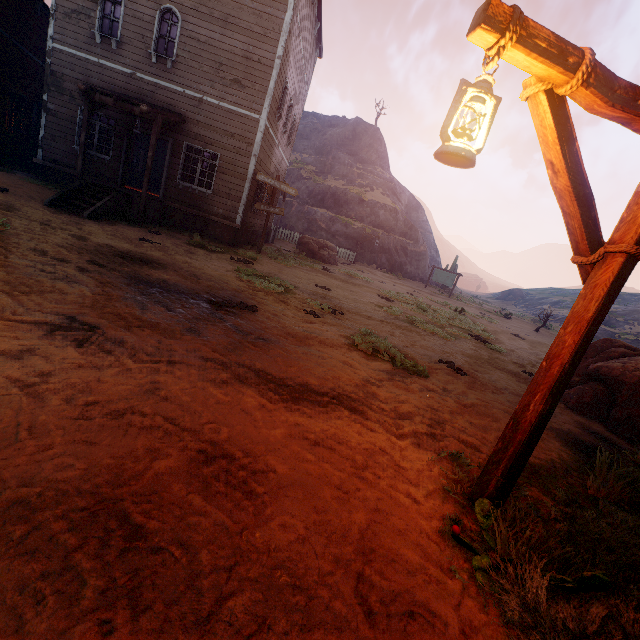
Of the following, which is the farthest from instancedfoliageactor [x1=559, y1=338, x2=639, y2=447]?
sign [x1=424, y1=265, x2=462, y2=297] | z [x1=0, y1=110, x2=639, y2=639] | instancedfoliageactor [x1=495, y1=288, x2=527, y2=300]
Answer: instancedfoliageactor [x1=495, y1=288, x2=527, y2=300]

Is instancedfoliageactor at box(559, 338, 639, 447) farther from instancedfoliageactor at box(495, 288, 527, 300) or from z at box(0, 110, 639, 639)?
instancedfoliageactor at box(495, 288, 527, 300)

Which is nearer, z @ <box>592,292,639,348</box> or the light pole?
the light pole

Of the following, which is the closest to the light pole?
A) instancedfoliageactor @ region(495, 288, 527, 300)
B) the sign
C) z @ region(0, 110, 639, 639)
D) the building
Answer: z @ region(0, 110, 639, 639)

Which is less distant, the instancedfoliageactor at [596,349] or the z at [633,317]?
the instancedfoliageactor at [596,349]

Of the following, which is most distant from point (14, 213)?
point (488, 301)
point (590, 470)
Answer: point (488, 301)

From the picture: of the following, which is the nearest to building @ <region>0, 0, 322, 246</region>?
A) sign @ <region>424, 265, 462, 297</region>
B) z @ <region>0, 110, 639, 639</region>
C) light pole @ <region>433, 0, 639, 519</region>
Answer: z @ <region>0, 110, 639, 639</region>

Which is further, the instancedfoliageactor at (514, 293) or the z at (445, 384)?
the instancedfoliageactor at (514, 293)
